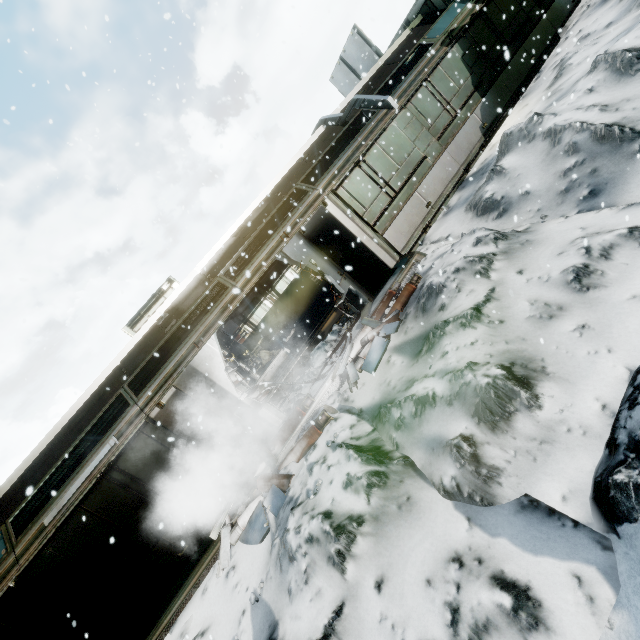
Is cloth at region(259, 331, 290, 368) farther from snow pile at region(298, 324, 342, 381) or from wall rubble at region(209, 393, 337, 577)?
wall rubble at region(209, 393, 337, 577)

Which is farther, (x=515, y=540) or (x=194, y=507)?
(x=194, y=507)

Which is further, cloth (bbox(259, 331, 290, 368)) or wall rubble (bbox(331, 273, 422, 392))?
cloth (bbox(259, 331, 290, 368))

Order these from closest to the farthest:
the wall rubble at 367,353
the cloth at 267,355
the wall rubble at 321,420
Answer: the wall rubble at 321,420
the wall rubble at 367,353
the cloth at 267,355

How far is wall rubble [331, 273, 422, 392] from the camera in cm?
664

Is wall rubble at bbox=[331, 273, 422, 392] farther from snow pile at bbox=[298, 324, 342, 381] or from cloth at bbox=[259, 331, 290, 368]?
cloth at bbox=[259, 331, 290, 368]

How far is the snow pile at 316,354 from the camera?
8.39m

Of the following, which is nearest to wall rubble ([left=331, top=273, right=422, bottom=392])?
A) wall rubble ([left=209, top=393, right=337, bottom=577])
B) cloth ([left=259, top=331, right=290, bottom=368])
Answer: wall rubble ([left=209, top=393, right=337, bottom=577])
